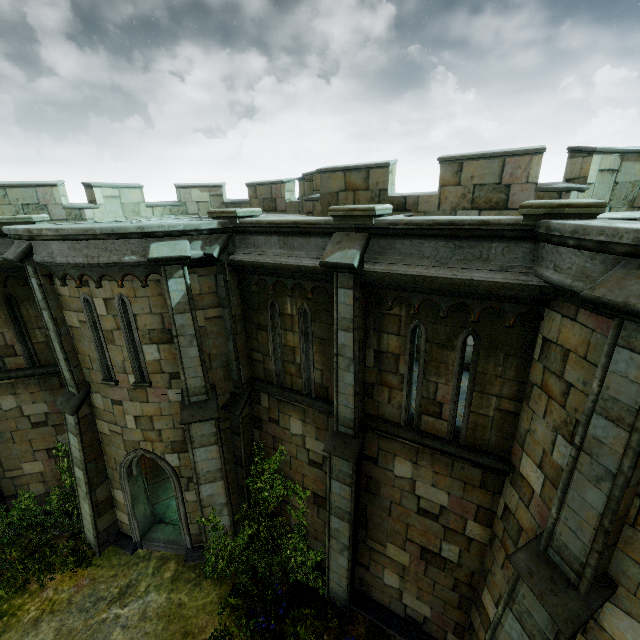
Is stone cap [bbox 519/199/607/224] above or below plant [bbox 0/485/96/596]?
above

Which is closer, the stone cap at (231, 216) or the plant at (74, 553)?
the stone cap at (231, 216)

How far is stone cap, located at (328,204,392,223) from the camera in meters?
5.8 m

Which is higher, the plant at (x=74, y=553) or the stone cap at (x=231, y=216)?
the stone cap at (x=231, y=216)

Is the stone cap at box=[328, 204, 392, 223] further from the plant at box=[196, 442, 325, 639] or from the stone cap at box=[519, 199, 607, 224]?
the plant at box=[196, 442, 325, 639]

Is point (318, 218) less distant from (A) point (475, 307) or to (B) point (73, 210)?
(A) point (475, 307)

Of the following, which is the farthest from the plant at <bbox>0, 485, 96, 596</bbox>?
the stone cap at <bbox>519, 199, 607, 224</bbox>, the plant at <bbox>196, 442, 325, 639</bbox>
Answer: the stone cap at <bbox>519, 199, 607, 224</bbox>

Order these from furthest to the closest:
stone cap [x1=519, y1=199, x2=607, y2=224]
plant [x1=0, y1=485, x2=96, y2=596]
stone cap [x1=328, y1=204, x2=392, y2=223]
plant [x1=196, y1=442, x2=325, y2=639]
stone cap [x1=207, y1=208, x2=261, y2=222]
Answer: plant [x1=0, y1=485, x2=96, y2=596], plant [x1=196, y1=442, x2=325, y2=639], stone cap [x1=207, y1=208, x2=261, y2=222], stone cap [x1=328, y1=204, x2=392, y2=223], stone cap [x1=519, y1=199, x2=607, y2=224]
